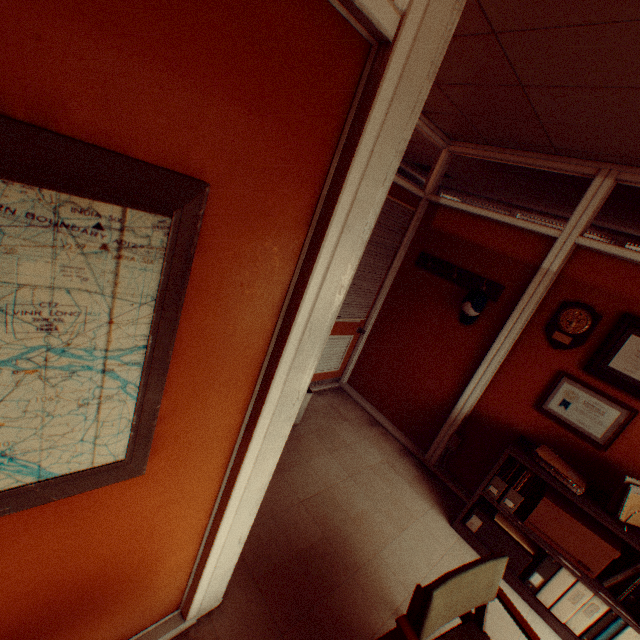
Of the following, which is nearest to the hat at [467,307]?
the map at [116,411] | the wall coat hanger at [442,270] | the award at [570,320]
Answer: the wall coat hanger at [442,270]

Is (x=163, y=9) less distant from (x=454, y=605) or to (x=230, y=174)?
(x=230, y=174)

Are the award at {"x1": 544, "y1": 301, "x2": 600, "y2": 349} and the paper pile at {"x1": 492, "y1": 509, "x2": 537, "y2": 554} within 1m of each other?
no

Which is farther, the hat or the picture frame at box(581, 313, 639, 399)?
the hat

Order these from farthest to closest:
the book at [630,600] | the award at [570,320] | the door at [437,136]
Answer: the door at [437,136] < the award at [570,320] < the book at [630,600]

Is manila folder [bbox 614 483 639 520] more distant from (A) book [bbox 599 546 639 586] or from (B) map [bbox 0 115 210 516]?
(B) map [bbox 0 115 210 516]

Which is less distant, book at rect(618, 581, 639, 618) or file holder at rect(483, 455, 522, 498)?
book at rect(618, 581, 639, 618)

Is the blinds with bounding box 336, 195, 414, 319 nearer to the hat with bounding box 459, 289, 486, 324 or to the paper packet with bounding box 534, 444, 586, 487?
the hat with bounding box 459, 289, 486, 324
